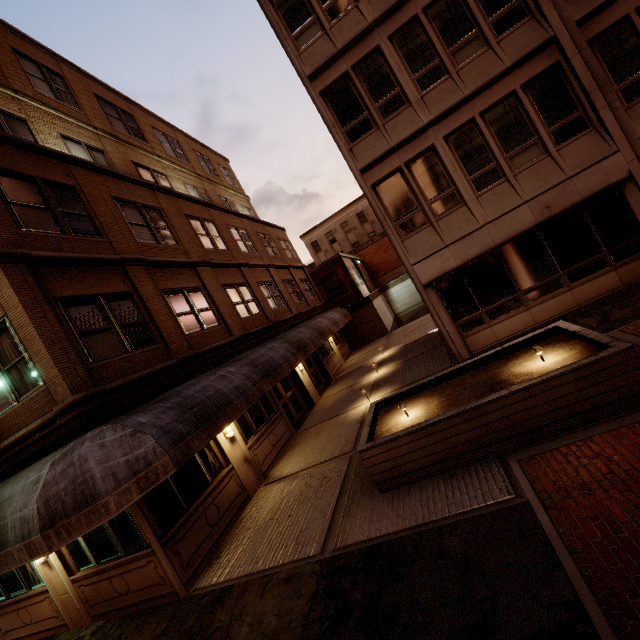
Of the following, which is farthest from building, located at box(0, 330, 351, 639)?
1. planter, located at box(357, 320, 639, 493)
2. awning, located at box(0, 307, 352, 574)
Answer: planter, located at box(357, 320, 639, 493)

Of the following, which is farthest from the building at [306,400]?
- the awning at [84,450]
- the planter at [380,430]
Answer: the planter at [380,430]

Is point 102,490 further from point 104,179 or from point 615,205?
point 615,205

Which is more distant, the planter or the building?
the building

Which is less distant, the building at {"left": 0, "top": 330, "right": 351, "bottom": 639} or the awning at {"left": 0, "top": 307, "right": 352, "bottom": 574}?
the awning at {"left": 0, "top": 307, "right": 352, "bottom": 574}

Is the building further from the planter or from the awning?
the planter

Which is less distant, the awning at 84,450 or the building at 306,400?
the awning at 84,450
